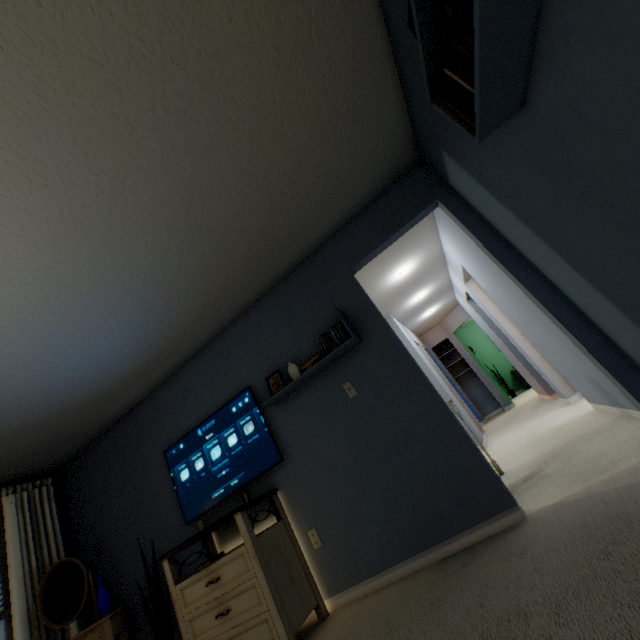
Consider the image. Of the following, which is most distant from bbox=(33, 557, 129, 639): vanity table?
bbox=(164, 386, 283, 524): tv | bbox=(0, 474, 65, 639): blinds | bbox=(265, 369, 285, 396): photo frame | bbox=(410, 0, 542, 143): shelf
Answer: bbox=(410, 0, 542, 143): shelf

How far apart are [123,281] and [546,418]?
5.01m

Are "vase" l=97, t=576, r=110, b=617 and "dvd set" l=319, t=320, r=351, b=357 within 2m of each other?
no

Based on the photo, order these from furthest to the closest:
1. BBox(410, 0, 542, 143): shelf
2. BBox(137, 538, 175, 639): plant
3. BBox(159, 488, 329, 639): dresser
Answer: BBox(137, 538, 175, 639): plant
BBox(159, 488, 329, 639): dresser
BBox(410, 0, 542, 143): shelf

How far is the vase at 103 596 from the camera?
2.98m

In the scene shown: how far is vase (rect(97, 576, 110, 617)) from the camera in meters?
3.0 m

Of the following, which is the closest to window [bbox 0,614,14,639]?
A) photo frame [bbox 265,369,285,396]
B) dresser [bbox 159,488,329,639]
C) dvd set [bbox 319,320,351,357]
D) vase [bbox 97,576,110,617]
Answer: vase [bbox 97,576,110,617]

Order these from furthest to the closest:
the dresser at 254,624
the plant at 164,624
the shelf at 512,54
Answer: the plant at 164,624
the dresser at 254,624
the shelf at 512,54
